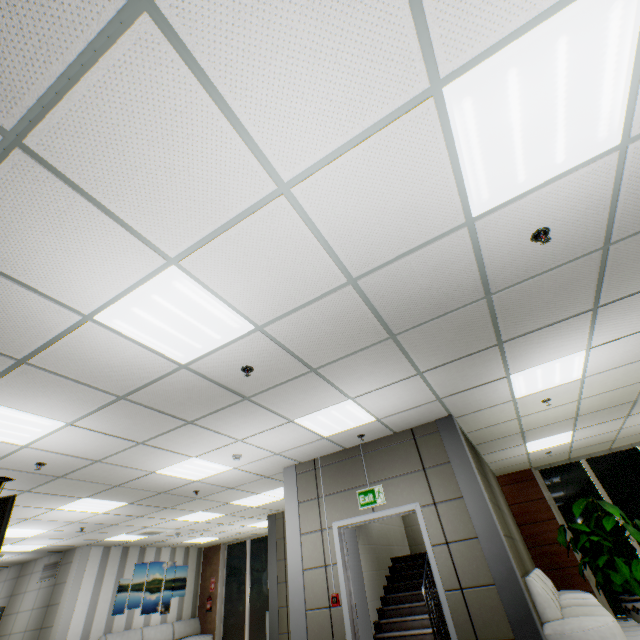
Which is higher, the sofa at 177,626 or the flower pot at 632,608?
the sofa at 177,626

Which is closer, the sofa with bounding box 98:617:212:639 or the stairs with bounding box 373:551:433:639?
the stairs with bounding box 373:551:433:639

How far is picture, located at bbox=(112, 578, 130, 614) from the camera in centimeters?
1015cm

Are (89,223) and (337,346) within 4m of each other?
yes

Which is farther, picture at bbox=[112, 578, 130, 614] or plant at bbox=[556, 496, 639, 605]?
picture at bbox=[112, 578, 130, 614]

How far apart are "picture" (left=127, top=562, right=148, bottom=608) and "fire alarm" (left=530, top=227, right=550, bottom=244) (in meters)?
14.76

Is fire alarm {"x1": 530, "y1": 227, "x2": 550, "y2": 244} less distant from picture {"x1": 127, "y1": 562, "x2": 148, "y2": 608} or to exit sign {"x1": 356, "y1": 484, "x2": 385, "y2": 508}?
exit sign {"x1": 356, "y1": 484, "x2": 385, "y2": 508}

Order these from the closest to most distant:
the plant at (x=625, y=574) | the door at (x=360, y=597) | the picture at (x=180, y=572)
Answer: the door at (x=360, y=597) → the plant at (x=625, y=574) → the picture at (x=180, y=572)
